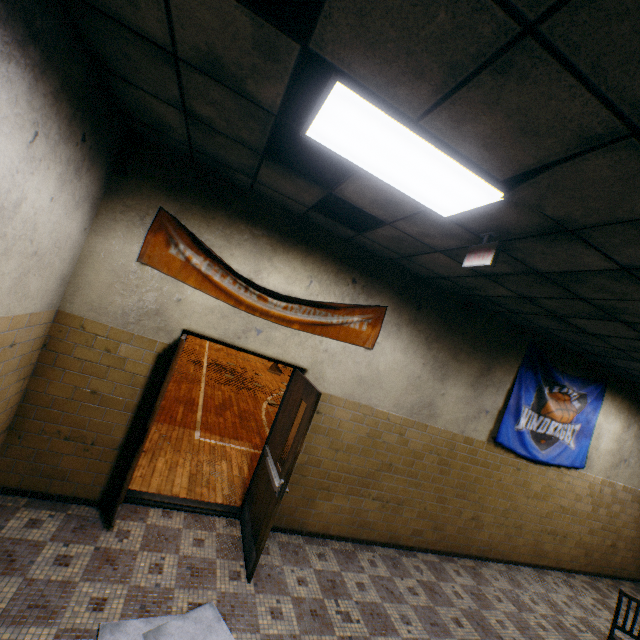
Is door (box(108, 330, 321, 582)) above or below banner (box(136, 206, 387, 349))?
below

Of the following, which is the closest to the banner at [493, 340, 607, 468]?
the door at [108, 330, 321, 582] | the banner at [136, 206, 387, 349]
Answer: the banner at [136, 206, 387, 349]

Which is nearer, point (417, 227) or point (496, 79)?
point (496, 79)

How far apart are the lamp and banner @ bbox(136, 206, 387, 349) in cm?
178

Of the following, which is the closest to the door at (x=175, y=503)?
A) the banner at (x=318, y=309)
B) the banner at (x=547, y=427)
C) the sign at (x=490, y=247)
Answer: the banner at (x=318, y=309)

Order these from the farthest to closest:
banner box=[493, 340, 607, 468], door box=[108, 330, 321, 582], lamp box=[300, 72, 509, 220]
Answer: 1. banner box=[493, 340, 607, 468]
2. door box=[108, 330, 321, 582]
3. lamp box=[300, 72, 509, 220]

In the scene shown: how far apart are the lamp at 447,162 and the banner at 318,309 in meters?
1.8

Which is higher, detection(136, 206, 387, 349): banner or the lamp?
the lamp
